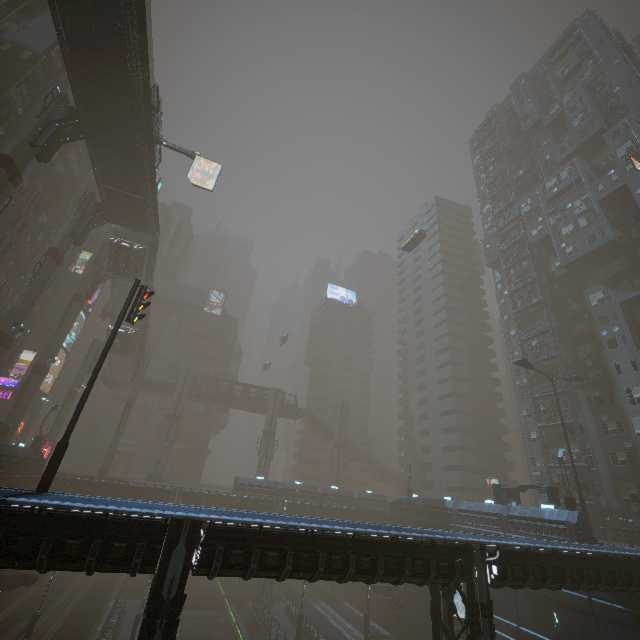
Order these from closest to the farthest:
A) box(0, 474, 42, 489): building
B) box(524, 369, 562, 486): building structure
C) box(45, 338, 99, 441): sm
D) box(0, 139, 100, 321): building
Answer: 1. box(0, 474, 42, 489): building
2. box(0, 139, 100, 321): building
3. box(524, 369, 562, 486): building structure
4. box(45, 338, 99, 441): sm

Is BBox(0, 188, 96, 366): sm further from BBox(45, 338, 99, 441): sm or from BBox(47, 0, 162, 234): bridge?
BBox(45, 338, 99, 441): sm

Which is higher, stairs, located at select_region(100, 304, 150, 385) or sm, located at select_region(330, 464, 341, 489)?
stairs, located at select_region(100, 304, 150, 385)

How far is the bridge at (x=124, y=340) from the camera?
46.16m

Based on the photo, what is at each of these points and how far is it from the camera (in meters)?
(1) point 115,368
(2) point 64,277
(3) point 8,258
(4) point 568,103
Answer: (1) stairs, 52.38
(2) building, 50.56
(3) building, 34.78
(4) building, 48.88

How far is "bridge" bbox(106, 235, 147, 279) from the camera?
38.0m

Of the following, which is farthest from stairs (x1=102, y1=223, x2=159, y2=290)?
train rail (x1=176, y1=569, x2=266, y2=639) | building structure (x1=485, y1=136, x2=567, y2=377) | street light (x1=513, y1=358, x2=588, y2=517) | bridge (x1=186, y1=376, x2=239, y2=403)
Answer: building structure (x1=485, y1=136, x2=567, y2=377)

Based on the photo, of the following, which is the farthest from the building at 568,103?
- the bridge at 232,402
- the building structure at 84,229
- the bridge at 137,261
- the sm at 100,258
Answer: the bridge at 137,261
